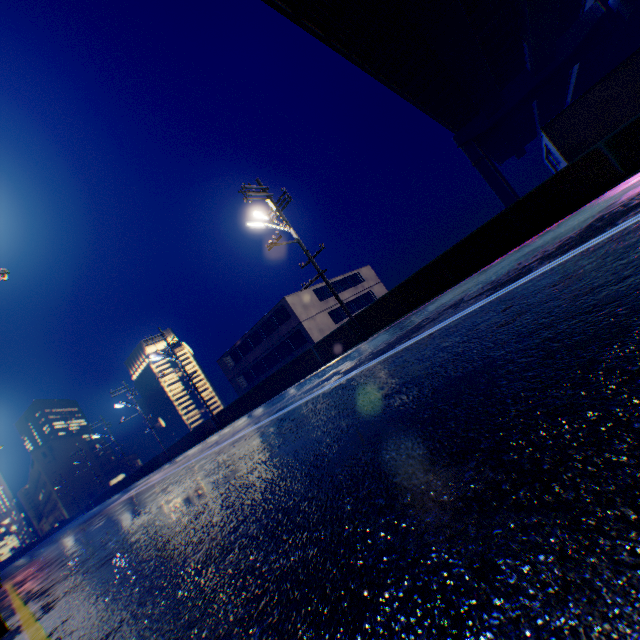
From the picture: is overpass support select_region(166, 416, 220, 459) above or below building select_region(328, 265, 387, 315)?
below

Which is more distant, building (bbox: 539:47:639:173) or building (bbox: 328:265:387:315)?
building (bbox: 328:265:387:315)

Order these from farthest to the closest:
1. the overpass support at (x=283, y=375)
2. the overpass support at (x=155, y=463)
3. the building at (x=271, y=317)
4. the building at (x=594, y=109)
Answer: the overpass support at (x=155, y=463), the building at (x=271, y=317), the overpass support at (x=283, y=375), the building at (x=594, y=109)

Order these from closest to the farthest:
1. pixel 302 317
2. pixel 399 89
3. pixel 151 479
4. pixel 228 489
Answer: pixel 228 489, pixel 151 479, pixel 399 89, pixel 302 317

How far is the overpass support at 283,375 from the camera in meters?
16.6

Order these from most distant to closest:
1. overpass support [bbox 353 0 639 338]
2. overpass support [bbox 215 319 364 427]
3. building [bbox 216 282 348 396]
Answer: building [bbox 216 282 348 396], overpass support [bbox 215 319 364 427], overpass support [bbox 353 0 639 338]

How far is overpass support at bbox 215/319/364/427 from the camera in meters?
16.6 m

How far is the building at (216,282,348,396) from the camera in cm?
3231
